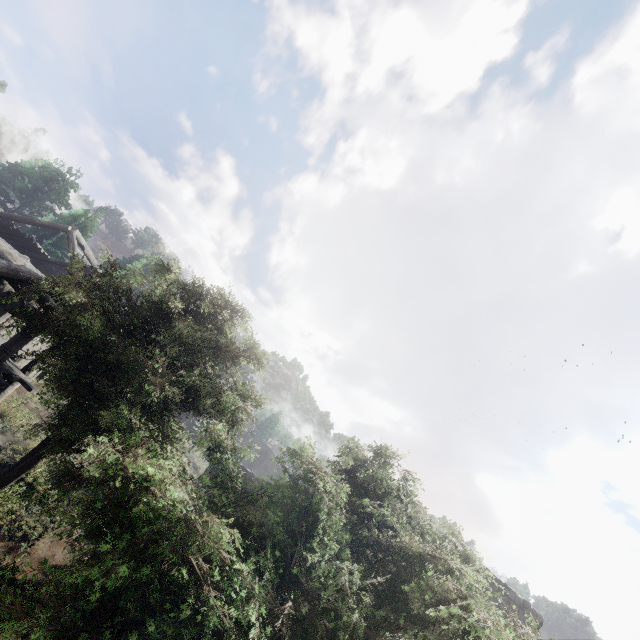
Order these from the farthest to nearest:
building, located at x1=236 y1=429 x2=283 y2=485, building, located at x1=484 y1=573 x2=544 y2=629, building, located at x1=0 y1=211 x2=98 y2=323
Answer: building, located at x1=236 y1=429 x2=283 y2=485
building, located at x1=484 y1=573 x2=544 y2=629
building, located at x1=0 y1=211 x2=98 y2=323

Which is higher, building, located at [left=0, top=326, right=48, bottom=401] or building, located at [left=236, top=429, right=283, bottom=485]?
building, located at [left=236, top=429, right=283, bottom=485]

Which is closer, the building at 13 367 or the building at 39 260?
the building at 39 260

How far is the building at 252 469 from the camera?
18.25m

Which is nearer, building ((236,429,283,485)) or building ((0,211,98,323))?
building ((0,211,98,323))

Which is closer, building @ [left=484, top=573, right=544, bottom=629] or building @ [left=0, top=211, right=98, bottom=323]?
building @ [left=0, top=211, right=98, bottom=323]

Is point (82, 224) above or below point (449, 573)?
above

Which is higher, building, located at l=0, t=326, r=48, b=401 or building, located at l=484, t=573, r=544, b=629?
building, located at l=484, t=573, r=544, b=629
